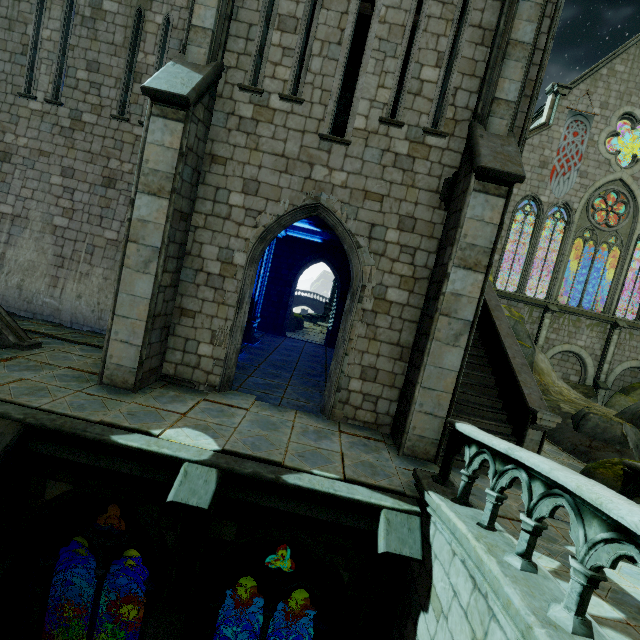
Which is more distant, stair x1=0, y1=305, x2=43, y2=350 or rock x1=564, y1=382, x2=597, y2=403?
rock x1=564, y1=382, x2=597, y2=403

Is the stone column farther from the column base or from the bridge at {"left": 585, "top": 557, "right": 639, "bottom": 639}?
the column base

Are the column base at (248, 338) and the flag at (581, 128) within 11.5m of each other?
no

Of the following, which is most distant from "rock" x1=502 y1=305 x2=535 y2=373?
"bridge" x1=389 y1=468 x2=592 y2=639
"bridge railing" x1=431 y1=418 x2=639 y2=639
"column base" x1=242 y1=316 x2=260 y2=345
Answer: "column base" x1=242 y1=316 x2=260 y2=345

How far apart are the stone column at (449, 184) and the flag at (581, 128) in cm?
2039

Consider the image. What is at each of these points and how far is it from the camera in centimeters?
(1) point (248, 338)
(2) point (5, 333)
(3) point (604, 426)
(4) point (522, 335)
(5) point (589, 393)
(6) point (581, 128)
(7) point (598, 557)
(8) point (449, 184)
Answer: (1) column base, 1457cm
(2) stair, 773cm
(3) rock, 929cm
(4) rock, 1391cm
(5) rock, 2009cm
(6) flag, 2189cm
(7) bridge railing, 262cm
(8) stone column, 737cm

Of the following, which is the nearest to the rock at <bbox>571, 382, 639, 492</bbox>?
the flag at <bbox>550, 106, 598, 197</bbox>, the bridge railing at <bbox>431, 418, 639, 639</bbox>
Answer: the bridge railing at <bbox>431, 418, 639, 639</bbox>

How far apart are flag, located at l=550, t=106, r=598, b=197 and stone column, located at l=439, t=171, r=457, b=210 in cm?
2039
